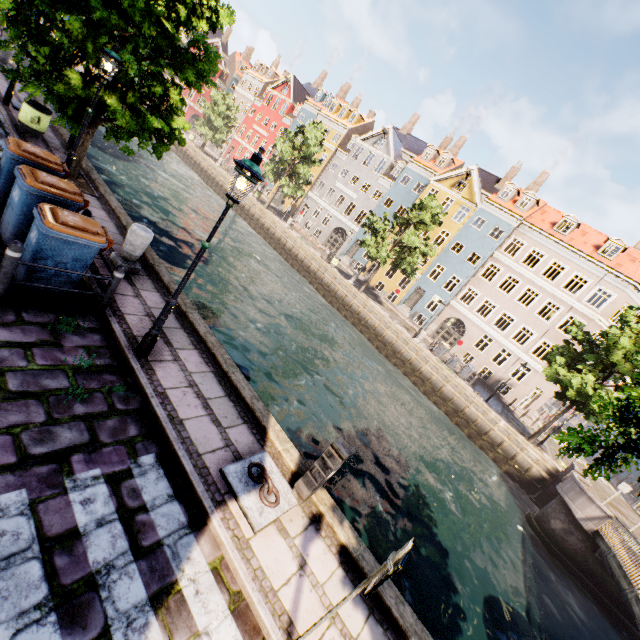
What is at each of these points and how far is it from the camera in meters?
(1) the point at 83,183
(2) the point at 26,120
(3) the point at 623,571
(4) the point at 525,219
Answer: (1) tree planter, 10.1 m
(2) trash bin, 10.2 m
(3) bridge, 11.4 m
(4) building, 30.4 m

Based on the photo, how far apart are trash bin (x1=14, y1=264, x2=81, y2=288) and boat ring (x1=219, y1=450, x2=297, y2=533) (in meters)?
3.99

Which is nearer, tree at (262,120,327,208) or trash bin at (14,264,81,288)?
trash bin at (14,264,81,288)

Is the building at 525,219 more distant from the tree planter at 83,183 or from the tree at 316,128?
the tree planter at 83,183

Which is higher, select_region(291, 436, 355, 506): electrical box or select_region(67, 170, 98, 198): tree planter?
select_region(291, 436, 355, 506): electrical box

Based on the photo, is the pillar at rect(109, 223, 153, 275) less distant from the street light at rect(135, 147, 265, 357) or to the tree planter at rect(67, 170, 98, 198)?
the street light at rect(135, 147, 265, 357)

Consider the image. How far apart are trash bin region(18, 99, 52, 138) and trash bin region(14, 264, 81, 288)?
8.15m

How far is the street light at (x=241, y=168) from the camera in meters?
4.5
